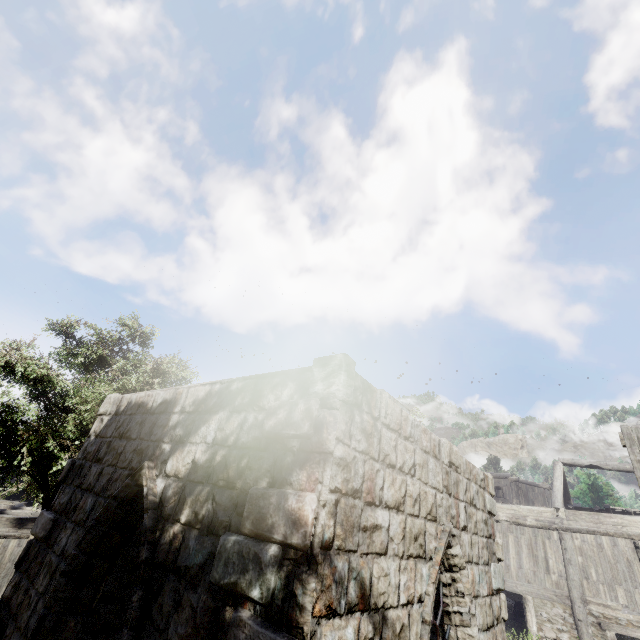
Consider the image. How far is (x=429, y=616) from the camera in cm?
352

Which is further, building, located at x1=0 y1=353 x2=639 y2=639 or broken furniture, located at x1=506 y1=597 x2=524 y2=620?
broken furniture, located at x1=506 y1=597 x2=524 y2=620

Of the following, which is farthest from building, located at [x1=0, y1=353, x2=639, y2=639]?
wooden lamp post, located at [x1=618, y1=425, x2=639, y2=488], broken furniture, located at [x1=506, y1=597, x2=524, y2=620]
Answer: wooden lamp post, located at [x1=618, y1=425, x2=639, y2=488]

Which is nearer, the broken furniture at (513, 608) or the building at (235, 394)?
the building at (235, 394)

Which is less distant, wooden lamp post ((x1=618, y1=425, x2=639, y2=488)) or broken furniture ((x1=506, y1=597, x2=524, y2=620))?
wooden lamp post ((x1=618, y1=425, x2=639, y2=488))

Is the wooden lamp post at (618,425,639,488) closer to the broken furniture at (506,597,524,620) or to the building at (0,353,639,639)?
the building at (0,353,639,639)

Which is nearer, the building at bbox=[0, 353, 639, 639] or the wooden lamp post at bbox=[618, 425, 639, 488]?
the building at bbox=[0, 353, 639, 639]

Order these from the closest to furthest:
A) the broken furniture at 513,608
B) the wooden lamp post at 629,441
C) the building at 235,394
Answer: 1. the building at 235,394
2. the wooden lamp post at 629,441
3. the broken furniture at 513,608
